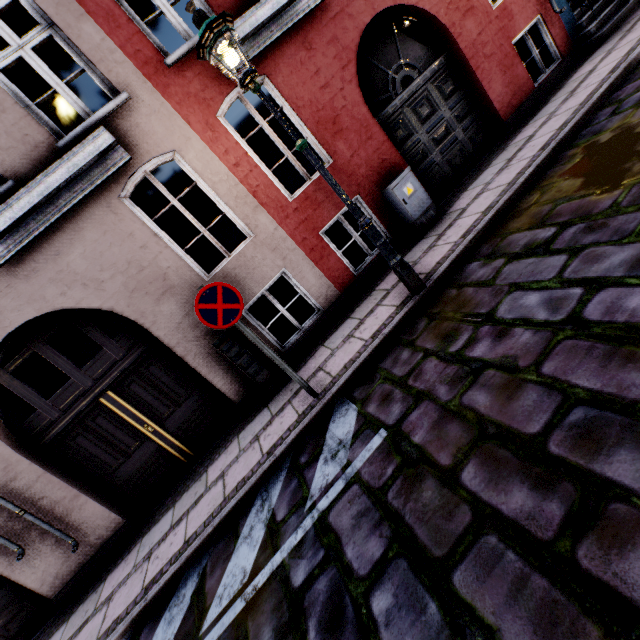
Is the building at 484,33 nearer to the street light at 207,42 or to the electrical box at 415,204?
the electrical box at 415,204

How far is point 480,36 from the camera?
6.5 meters

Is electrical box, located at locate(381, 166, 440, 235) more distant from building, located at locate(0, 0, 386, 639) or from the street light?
the street light

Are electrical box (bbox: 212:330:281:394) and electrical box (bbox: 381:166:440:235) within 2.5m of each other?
no

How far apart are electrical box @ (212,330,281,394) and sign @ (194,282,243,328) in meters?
1.3

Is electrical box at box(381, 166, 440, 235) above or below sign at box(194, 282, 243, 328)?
below

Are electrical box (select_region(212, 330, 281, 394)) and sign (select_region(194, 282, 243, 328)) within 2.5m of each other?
yes

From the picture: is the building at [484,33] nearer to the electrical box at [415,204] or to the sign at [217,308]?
the electrical box at [415,204]
